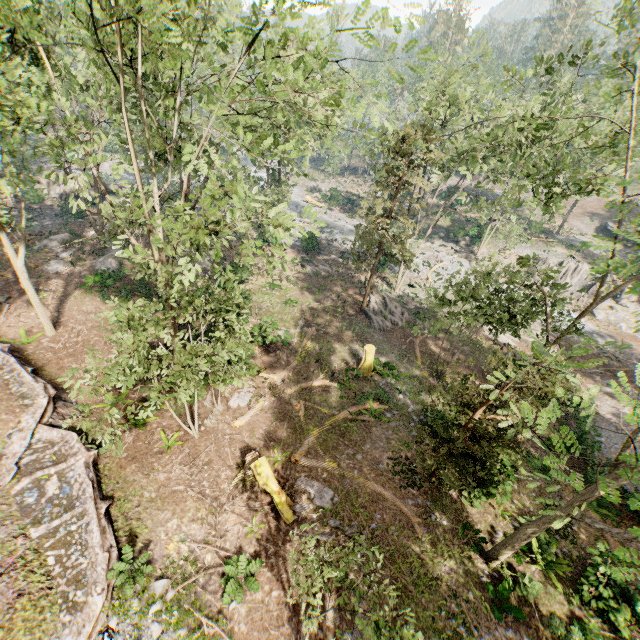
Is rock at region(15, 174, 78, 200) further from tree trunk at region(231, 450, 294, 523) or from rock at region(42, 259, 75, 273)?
tree trunk at region(231, 450, 294, 523)

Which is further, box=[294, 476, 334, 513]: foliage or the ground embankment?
box=[294, 476, 334, 513]: foliage

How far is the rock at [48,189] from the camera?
33.47m

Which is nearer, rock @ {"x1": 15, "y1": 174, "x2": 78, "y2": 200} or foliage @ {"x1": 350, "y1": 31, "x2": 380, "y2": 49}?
foliage @ {"x1": 350, "y1": 31, "x2": 380, "y2": 49}

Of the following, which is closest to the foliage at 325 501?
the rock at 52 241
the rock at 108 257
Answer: the rock at 108 257

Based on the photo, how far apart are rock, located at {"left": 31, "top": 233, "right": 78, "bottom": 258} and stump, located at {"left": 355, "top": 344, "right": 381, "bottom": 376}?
27.80m

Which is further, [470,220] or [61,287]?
[470,220]

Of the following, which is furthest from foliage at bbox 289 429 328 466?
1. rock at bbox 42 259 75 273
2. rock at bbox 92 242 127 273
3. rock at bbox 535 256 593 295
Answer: rock at bbox 42 259 75 273
